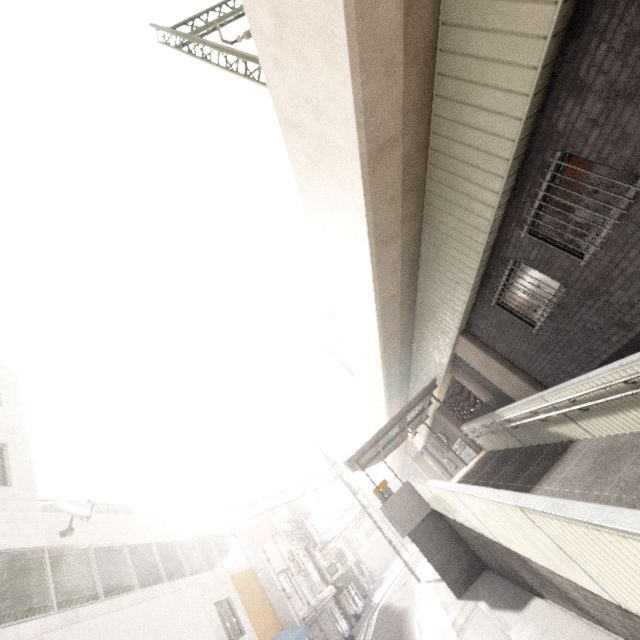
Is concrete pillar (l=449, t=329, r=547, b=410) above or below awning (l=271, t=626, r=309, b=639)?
above

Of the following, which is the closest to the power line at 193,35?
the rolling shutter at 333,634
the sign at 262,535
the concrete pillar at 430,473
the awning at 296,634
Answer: the awning at 296,634

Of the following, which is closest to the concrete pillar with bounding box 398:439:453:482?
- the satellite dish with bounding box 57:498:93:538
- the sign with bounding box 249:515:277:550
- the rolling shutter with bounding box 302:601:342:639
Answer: the rolling shutter with bounding box 302:601:342:639

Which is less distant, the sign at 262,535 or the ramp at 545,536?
the ramp at 545,536

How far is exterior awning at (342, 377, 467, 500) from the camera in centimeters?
1343cm

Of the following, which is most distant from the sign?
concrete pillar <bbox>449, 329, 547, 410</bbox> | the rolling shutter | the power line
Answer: the power line

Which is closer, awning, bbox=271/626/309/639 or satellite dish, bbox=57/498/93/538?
satellite dish, bbox=57/498/93/538

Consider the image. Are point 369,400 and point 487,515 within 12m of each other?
no
